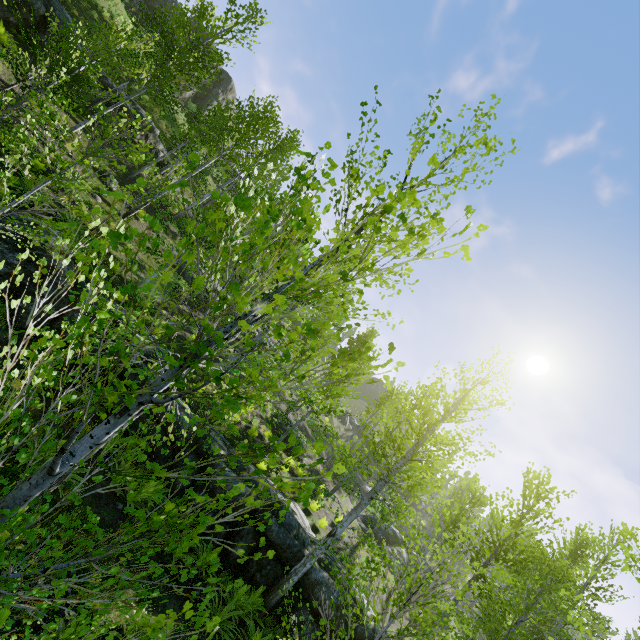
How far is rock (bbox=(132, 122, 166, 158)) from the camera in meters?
19.4

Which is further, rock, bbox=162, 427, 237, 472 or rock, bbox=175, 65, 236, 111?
rock, bbox=175, 65, 236, 111

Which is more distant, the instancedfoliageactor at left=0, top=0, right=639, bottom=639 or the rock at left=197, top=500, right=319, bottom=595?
the rock at left=197, top=500, right=319, bottom=595

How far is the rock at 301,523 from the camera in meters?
9.5 m

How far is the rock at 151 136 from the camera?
19.4m

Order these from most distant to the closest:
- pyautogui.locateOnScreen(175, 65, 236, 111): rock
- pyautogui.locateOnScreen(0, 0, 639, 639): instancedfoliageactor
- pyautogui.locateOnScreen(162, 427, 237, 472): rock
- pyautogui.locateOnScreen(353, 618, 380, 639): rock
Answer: pyautogui.locateOnScreen(175, 65, 236, 111): rock
pyautogui.locateOnScreen(162, 427, 237, 472): rock
pyautogui.locateOnScreen(353, 618, 380, 639): rock
pyautogui.locateOnScreen(0, 0, 639, 639): instancedfoliageactor

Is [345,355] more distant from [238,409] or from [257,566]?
[238,409]

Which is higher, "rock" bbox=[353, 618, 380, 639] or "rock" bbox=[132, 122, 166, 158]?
"rock" bbox=[132, 122, 166, 158]
